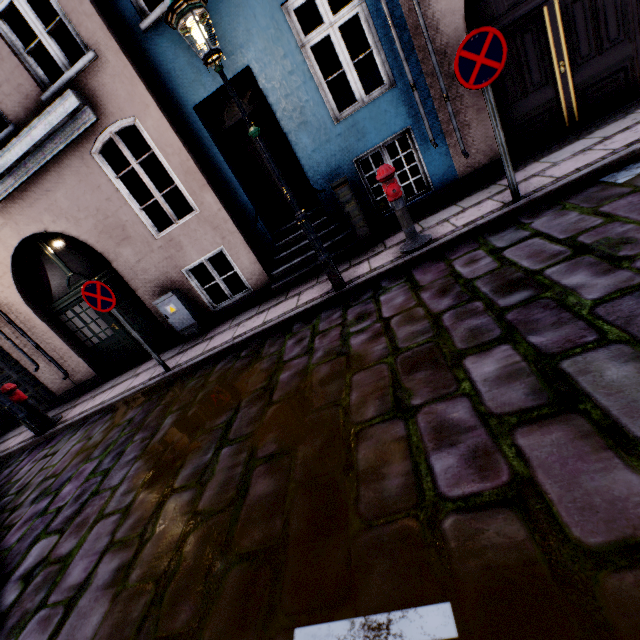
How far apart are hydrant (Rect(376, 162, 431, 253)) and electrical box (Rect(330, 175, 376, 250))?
0.9m

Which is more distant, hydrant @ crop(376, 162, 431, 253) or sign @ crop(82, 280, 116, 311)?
sign @ crop(82, 280, 116, 311)

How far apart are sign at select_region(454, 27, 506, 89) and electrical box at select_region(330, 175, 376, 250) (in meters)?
2.07

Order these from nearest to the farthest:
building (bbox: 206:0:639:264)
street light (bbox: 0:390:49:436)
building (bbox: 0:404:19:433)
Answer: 1. building (bbox: 206:0:639:264)
2. street light (bbox: 0:390:49:436)
3. building (bbox: 0:404:19:433)

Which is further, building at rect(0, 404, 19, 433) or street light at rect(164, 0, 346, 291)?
building at rect(0, 404, 19, 433)

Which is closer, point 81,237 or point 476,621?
point 476,621

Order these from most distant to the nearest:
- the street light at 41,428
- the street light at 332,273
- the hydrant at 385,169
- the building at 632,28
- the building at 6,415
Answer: the building at 6,415
the street light at 41,428
the building at 632,28
the hydrant at 385,169
the street light at 332,273

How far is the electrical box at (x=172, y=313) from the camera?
6.63m
